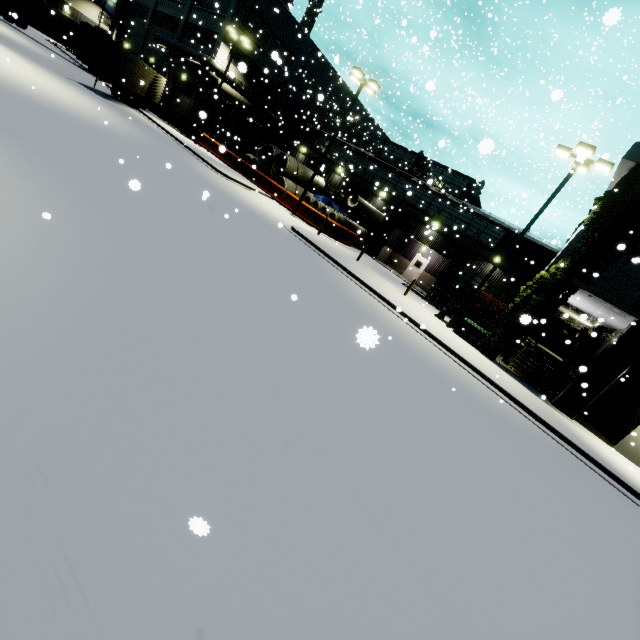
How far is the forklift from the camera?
24.0 meters

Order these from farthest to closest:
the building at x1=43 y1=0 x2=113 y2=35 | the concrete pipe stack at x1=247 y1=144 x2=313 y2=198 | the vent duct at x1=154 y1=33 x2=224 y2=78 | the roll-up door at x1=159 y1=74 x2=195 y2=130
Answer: the building at x1=43 y1=0 x2=113 y2=35 → the roll-up door at x1=159 y1=74 x2=195 y2=130 → the vent duct at x1=154 y1=33 x2=224 y2=78 → the concrete pipe stack at x1=247 y1=144 x2=313 y2=198

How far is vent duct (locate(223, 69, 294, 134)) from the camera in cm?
3061

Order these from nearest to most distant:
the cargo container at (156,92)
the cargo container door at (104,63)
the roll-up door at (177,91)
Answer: the cargo container door at (104,63) < the cargo container at (156,92) < the roll-up door at (177,91)

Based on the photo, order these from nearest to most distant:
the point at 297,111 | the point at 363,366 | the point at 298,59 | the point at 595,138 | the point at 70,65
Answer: the point at 363,366 → the point at 595,138 → the point at 70,65 → the point at 298,59 → the point at 297,111

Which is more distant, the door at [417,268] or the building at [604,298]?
the door at [417,268]

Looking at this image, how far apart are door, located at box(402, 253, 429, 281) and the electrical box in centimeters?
1242cm
